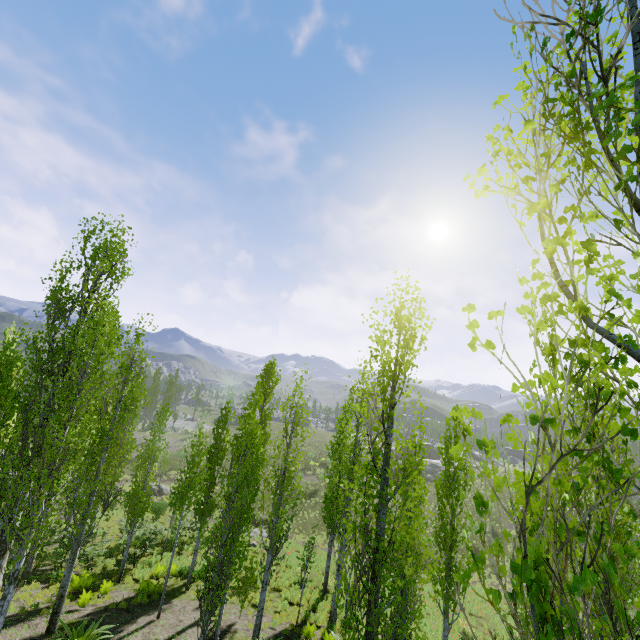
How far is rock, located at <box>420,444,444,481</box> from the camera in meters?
47.0

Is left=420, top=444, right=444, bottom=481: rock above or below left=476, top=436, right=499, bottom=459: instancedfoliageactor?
below

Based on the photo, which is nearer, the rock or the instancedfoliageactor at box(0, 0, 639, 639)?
the instancedfoliageactor at box(0, 0, 639, 639)

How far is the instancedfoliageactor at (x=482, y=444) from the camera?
1.9m

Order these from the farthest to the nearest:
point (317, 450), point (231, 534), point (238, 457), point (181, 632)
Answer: point (317, 450)
point (231, 534)
point (238, 457)
point (181, 632)

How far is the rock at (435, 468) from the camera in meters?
47.0

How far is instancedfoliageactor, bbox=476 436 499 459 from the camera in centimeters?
189cm
